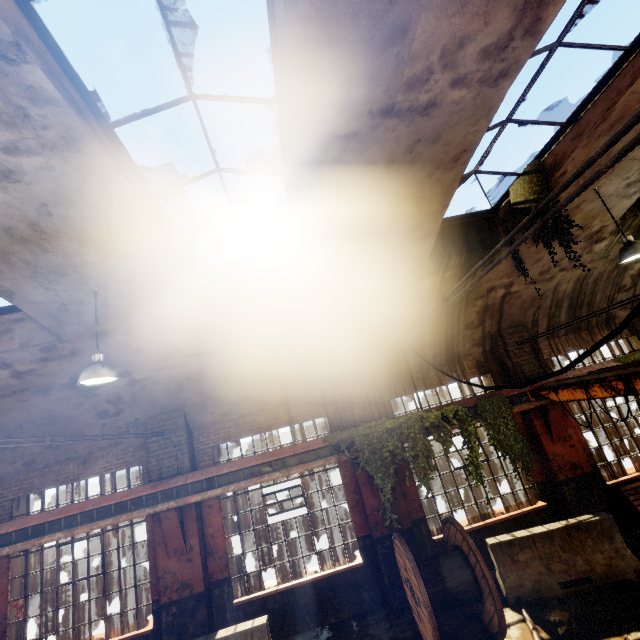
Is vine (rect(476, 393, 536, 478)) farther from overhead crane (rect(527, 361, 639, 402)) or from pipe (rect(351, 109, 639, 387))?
pipe (rect(351, 109, 639, 387))

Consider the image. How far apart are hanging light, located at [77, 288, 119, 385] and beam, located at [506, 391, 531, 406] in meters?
8.9

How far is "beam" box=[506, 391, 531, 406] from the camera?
8.54m

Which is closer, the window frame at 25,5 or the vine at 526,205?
the window frame at 25,5

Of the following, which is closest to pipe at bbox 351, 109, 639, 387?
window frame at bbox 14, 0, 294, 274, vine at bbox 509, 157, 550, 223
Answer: window frame at bbox 14, 0, 294, 274

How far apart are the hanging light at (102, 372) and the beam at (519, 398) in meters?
8.9 m

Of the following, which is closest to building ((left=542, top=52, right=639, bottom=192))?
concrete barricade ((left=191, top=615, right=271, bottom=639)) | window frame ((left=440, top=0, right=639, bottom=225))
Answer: window frame ((left=440, top=0, right=639, bottom=225))

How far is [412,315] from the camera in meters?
8.5 m
